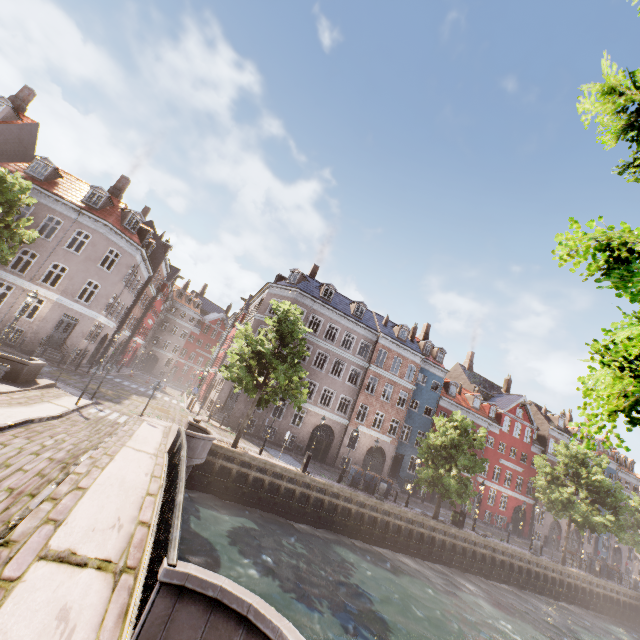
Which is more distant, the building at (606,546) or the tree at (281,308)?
the building at (606,546)

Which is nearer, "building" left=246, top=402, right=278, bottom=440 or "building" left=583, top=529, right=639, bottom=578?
"building" left=246, top=402, right=278, bottom=440

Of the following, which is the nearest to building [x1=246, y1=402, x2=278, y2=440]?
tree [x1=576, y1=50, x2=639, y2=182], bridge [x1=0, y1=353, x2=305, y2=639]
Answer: tree [x1=576, y1=50, x2=639, y2=182]

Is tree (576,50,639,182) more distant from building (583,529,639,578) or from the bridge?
building (583,529,639,578)

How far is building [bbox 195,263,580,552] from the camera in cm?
3062

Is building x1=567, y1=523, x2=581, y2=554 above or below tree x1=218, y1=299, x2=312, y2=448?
below

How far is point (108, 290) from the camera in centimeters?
2619cm

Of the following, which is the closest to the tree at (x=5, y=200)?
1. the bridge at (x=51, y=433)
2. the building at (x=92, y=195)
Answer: the bridge at (x=51, y=433)
